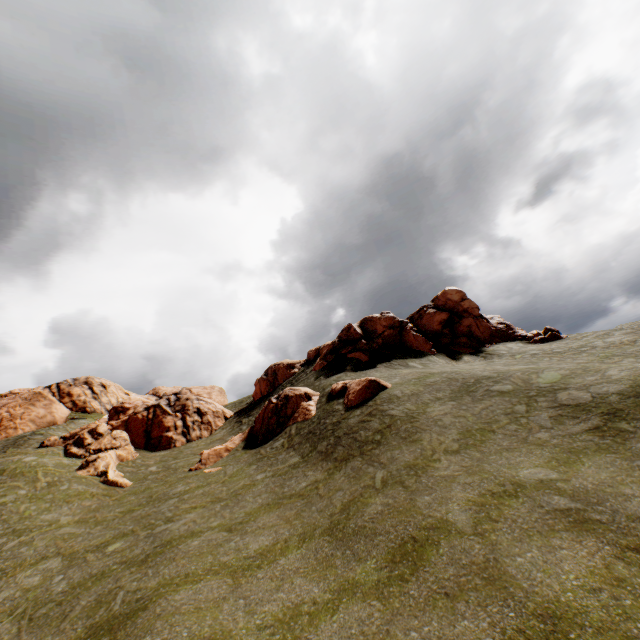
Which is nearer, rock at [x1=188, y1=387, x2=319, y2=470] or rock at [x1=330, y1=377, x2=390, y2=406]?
rock at [x1=330, y1=377, x2=390, y2=406]

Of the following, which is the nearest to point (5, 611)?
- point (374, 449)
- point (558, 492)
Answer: point (374, 449)

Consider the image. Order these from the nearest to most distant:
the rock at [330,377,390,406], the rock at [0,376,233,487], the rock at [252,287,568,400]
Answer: the rock at [330,377,390,406] → the rock at [0,376,233,487] → the rock at [252,287,568,400]

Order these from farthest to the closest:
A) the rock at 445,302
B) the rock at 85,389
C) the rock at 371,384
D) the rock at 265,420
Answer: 1. the rock at 445,302
2. the rock at 85,389
3. the rock at 265,420
4. the rock at 371,384

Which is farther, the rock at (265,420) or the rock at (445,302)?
the rock at (445,302)

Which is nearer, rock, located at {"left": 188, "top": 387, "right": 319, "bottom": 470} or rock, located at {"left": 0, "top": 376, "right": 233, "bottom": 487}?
rock, located at {"left": 188, "top": 387, "right": 319, "bottom": 470}
